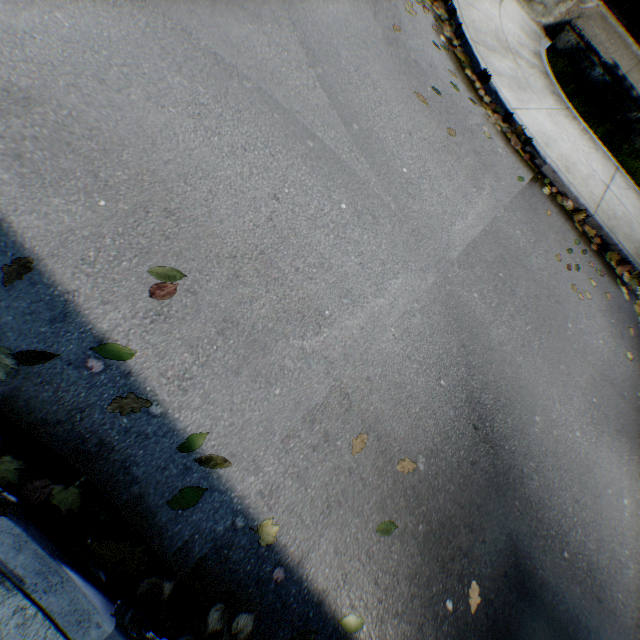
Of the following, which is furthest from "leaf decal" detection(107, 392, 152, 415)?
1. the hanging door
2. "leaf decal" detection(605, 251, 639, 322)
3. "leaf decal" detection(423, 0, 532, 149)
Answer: the hanging door

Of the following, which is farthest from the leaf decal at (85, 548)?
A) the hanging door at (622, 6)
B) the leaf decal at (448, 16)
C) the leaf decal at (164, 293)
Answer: the hanging door at (622, 6)

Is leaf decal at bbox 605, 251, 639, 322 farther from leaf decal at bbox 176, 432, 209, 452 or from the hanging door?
the hanging door

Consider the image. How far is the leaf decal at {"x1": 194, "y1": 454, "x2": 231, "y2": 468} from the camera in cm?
198

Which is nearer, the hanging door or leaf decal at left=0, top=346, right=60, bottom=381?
leaf decal at left=0, top=346, right=60, bottom=381

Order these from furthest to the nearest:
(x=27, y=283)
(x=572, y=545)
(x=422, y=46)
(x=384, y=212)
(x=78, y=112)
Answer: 1. (x=422, y=46)
2. (x=384, y=212)
3. (x=572, y=545)
4. (x=78, y=112)
5. (x=27, y=283)

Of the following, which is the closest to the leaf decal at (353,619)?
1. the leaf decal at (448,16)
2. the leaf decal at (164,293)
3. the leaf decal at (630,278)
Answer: the leaf decal at (164,293)

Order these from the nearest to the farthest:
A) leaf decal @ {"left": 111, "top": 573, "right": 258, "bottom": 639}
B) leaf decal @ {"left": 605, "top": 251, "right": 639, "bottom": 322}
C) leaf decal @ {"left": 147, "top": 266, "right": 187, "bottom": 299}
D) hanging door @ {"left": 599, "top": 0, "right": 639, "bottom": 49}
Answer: leaf decal @ {"left": 111, "top": 573, "right": 258, "bottom": 639} < leaf decal @ {"left": 147, "top": 266, "right": 187, "bottom": 299} < leaf decal @ {"left": 605, "top": 251, "right": 639, "bottom": 322} < hanging door @ {"left": 599, "top": 0, "right": 639, "bottom": 49}
